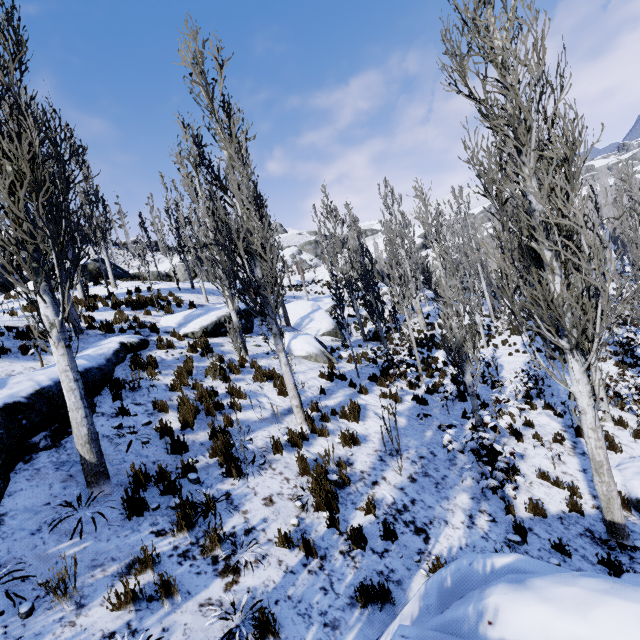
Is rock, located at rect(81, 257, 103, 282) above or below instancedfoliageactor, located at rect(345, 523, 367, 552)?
above

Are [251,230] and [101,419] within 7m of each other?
yes

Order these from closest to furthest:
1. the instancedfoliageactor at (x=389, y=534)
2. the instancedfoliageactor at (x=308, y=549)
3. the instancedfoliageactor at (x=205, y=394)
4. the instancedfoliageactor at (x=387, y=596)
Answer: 1. the instancedfoliageactor at (x=387, y=596)
2. the instancedfoliageactor at (x=308, y=549)
3. the instancedfoliageactor at (x=389, y=534)
4. the instancedfoliageactor at (x=205, y=394)

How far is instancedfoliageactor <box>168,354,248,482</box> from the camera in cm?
571

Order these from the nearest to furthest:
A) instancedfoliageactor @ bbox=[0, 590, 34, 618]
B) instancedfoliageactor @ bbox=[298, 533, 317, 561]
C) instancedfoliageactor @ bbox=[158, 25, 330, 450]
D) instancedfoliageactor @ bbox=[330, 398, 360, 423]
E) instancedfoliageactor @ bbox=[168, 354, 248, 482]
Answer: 1. instancedfoliageactor @ bbox=[0, 590, 34, 618]
2. instancedfoliageactor @ bbox=[298, 533, 317, 561]
3. instancedfoliageactor @ bbox=[168, 354, 248, 482]
4. instancedfoliageactor @ bbox=[158, 25, 330, 450]
5. instancedfoliageactor @ bbox=[330, 398, 360, 423]

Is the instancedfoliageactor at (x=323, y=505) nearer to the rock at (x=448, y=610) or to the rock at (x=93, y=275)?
the rock at (x=448, y=610)
